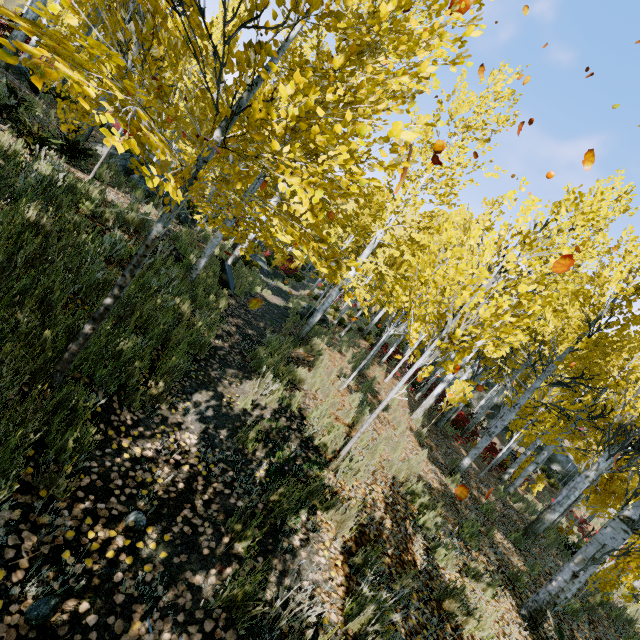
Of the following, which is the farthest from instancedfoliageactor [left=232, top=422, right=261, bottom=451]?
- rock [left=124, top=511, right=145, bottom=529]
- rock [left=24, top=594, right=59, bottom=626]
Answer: rock [left=24, top=594, right=59, bottom=626]

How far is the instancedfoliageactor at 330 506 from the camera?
3.2m

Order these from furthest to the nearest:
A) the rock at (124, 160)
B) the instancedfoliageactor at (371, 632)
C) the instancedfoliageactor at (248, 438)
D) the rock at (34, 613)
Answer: the rock at (124, 160) → the instancedfoliageactor at (248, 438) → the instancedfoliageactor at (371, 632) → the rock at (34, 613)

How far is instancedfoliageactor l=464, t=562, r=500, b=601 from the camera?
4.5 meters

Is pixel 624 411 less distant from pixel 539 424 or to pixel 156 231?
pixel 539 424

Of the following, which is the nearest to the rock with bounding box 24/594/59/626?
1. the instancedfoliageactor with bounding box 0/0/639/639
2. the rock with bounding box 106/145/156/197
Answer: the instancedfoliageactor with bounding box 0/0/639/639

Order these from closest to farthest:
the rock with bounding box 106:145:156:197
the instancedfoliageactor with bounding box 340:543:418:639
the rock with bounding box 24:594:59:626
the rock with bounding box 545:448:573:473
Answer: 1. the rock with bounding box 24:594:59:626
2. the instancedfoliageactor with bounding box 340:543:418:639
3. the rock with bounding box 106:145:156:197
4. the rock with bounding box 545:448:573:473

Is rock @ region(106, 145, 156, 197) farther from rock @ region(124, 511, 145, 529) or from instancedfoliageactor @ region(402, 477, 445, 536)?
rock @ region(124, 511, 145, 529)
